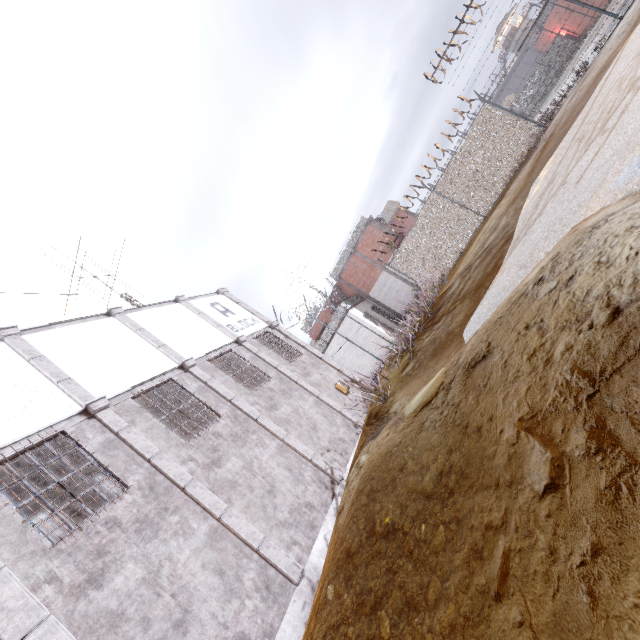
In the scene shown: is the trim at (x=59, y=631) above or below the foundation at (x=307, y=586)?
above

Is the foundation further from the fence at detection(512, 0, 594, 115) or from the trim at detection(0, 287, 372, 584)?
the fence at detection(512, 0, 594, 115)

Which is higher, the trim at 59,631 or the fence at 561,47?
the trim at 59,631

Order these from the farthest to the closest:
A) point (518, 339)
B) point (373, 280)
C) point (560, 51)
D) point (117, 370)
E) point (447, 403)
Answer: point (560, 51)
point (373, 280)
point (117, 370)
point (447, 403)
point (518, 339)

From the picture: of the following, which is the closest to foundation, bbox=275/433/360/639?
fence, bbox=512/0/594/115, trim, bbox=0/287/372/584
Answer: trim, bbox=0/287/372/584

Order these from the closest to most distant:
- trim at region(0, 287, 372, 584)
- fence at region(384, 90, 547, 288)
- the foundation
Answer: the foundation, trim at region(0, 287, 372, 584), fence at region(384, 90, 547, 288)
